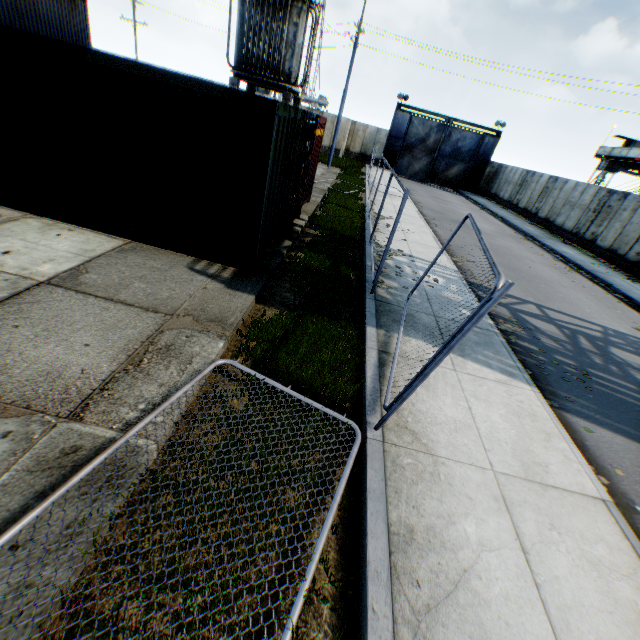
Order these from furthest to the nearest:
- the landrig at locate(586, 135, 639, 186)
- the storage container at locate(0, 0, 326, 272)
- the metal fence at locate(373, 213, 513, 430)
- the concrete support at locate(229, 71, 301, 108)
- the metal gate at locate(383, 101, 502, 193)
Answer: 1. the metal gate at locate(383, 101, 502, 193)
2. the landrig at locate(586, 135, 639, 186)
3. the concrete support at locate(229, 71, 301, 108)
4. the storage container at locate(0, 0, 326, 272)
5. the metal fence at locate(373, 213, 513, 430)

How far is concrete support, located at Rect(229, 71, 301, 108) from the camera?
12.3m

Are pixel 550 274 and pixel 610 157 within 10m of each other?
no

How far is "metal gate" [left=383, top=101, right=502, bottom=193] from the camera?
32.88m

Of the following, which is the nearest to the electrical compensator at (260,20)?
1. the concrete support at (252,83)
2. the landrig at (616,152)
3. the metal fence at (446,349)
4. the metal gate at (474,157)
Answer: the concrete support at (252,83)

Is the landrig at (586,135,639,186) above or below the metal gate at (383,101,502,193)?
above

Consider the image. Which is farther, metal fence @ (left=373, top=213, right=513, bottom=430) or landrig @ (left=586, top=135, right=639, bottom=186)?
landrig @ (left=586, top=135, right=639, bottom=186)

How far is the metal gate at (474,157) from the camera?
32.88m
